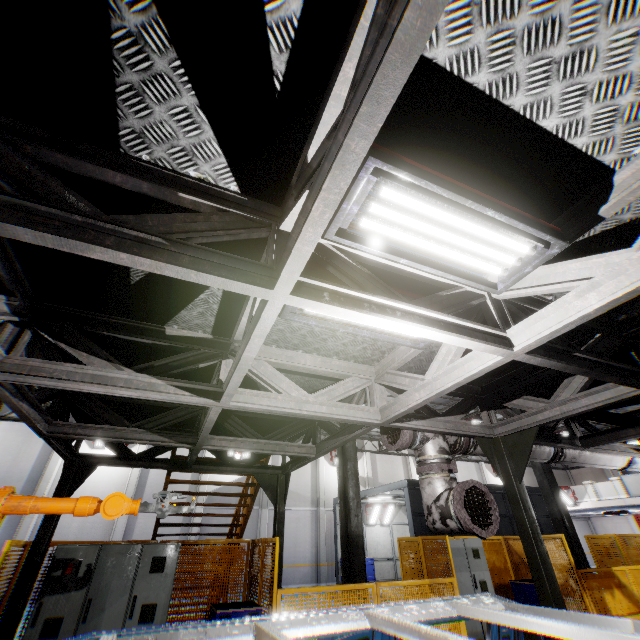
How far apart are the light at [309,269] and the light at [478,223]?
0.39m

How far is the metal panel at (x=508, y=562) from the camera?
9.3m

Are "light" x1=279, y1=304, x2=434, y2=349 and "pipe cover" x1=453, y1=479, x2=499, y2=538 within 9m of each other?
yes

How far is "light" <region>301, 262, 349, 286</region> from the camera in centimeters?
248cm

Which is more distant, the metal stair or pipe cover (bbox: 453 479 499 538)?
the metal stair

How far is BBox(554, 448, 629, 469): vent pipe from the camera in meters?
5.5 m

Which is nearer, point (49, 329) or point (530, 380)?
point (49, 329)

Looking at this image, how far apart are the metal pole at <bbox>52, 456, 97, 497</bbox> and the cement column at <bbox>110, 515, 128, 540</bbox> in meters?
15.4 m
